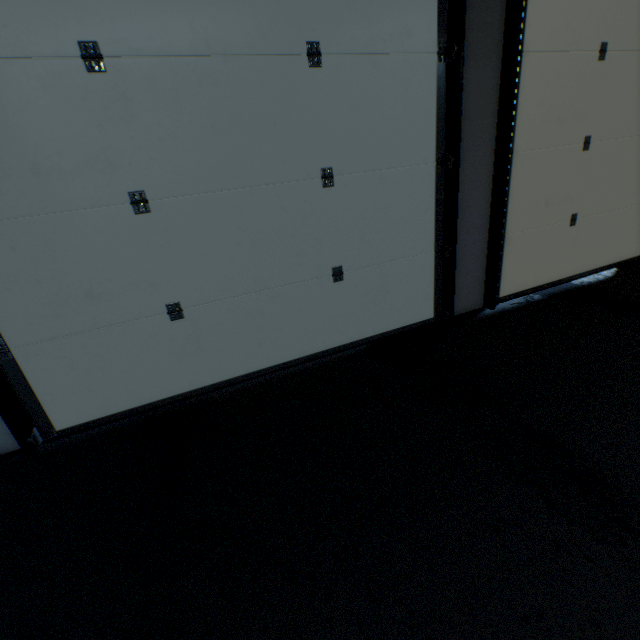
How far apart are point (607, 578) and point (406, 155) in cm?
187

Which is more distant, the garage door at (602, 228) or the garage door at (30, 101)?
the garage door at (602, 228)

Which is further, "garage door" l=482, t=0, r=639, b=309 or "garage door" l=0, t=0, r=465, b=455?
"garage door" l=482, t=0, r=639, b=309
